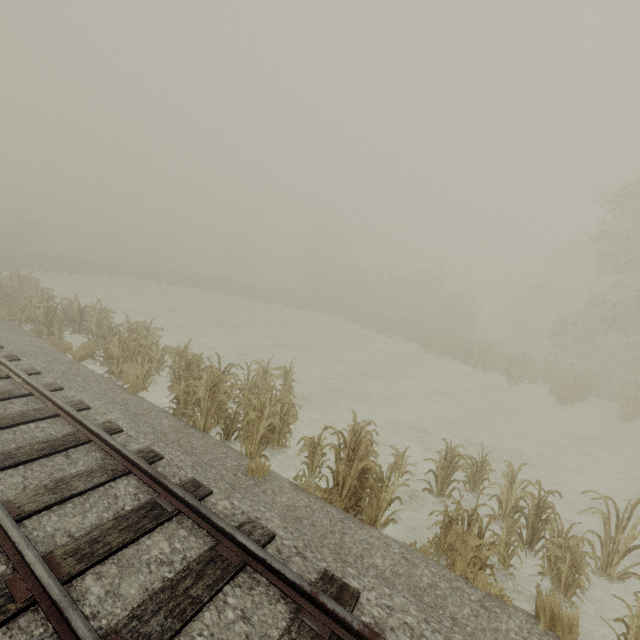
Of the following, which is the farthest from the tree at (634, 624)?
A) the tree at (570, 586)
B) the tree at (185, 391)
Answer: the tree at (185, 391)

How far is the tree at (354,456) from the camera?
5.61m

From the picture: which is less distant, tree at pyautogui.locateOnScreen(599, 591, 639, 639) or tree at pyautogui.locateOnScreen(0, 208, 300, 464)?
tree at pyautogui.locateOnScreen(599, 591, 639, 639)

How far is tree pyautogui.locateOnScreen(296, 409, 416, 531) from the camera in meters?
5.6

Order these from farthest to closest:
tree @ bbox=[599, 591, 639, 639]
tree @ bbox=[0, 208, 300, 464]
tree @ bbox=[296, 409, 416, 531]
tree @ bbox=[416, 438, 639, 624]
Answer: tree @ bbox=[0, 208, 300, 464] → tree @ bbox=[296, 409, 416, 531] → tree @ bbox=[416, 438, 639, 624] → tree @ bbox=[599, 591, 639, 639]

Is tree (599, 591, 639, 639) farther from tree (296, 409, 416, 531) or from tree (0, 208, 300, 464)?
tree (0, 208, 300, 464)

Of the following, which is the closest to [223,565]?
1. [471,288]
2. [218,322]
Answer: [218,322]
